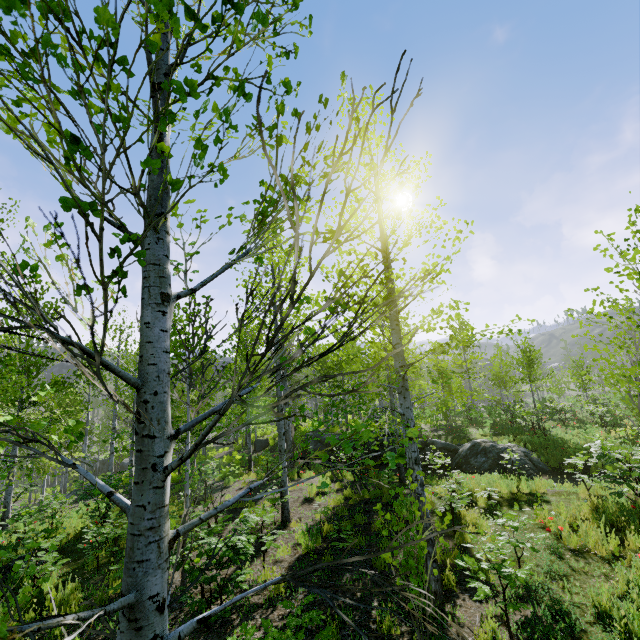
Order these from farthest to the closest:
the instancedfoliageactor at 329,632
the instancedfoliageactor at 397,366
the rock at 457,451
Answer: the rock at 457,451 → the instancedfoliageactor at 329,632 → the instancedfoliageactor at 397,366

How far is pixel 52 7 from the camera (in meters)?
1.00

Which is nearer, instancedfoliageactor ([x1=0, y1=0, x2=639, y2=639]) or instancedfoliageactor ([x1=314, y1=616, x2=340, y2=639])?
instancedfoliageactor ([x1=0, y1=0, x2=639, y2=639])

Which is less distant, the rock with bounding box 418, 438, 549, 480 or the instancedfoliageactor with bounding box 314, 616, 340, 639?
the instancedfoliageactor with bounding box 314, 616, 340, 639

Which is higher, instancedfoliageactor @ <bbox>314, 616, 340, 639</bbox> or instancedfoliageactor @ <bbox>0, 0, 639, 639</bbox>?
instancedfoliageactor @ <bbox>0, 0, 639, 639</bbox>

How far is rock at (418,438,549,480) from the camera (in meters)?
13.06

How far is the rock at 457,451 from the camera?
13.06m
